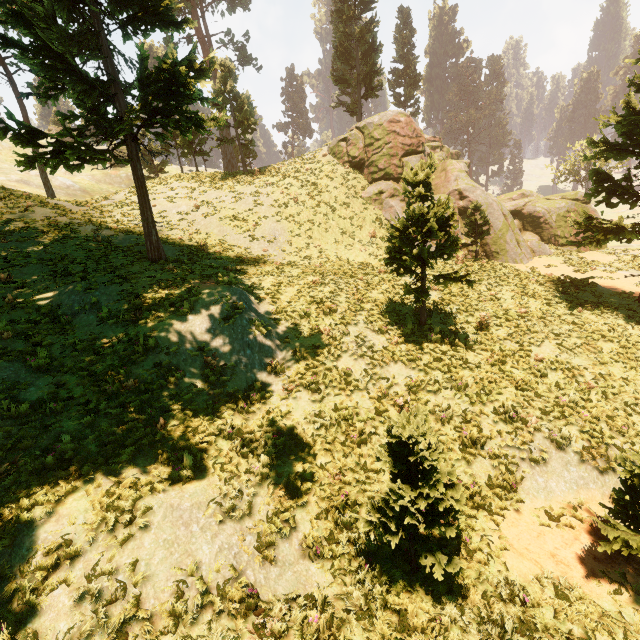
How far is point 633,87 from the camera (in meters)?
13.73

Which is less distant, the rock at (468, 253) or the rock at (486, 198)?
the rock at (468, 253)

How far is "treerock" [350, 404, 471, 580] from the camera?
5.3m

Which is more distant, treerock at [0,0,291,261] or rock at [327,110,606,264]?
rock at [327,110,606,264]

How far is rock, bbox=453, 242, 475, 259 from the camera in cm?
1956

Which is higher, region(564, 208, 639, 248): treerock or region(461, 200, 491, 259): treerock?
region(461, 200, 491, 259): treerock

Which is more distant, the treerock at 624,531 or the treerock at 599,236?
the treerock at 599,236
